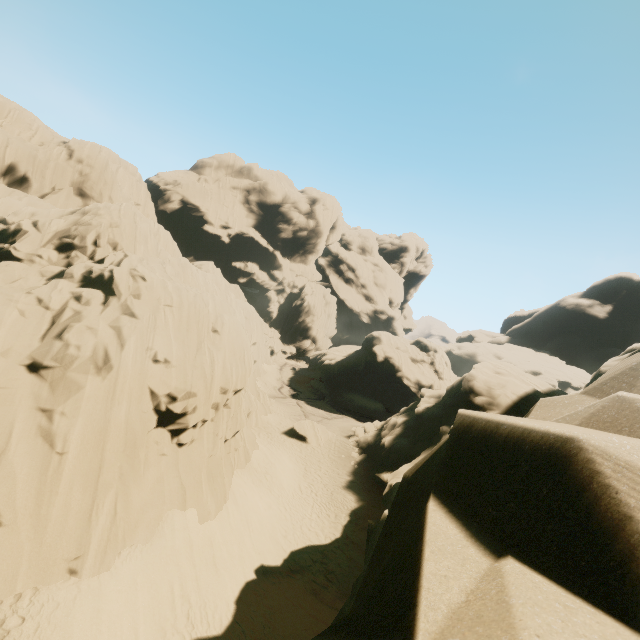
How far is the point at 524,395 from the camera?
23.8m

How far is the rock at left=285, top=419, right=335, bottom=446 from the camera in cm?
3000

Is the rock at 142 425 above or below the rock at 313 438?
above

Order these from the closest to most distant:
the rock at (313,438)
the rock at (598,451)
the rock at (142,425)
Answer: the rock at (598,451), the rock at (142,425), the rock at (313,438)

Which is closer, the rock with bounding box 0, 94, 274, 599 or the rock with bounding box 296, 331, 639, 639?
the rock with bounding box 296, 331, 639, 639

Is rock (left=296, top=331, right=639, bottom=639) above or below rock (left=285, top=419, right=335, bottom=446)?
above

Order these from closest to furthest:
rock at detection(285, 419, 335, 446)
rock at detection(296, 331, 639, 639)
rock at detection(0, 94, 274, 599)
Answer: rock at detection(296, 331, 639, 639)
rock at detection(0, 94, 274, 599)
rock at detection(285, 419, 335, 446)
